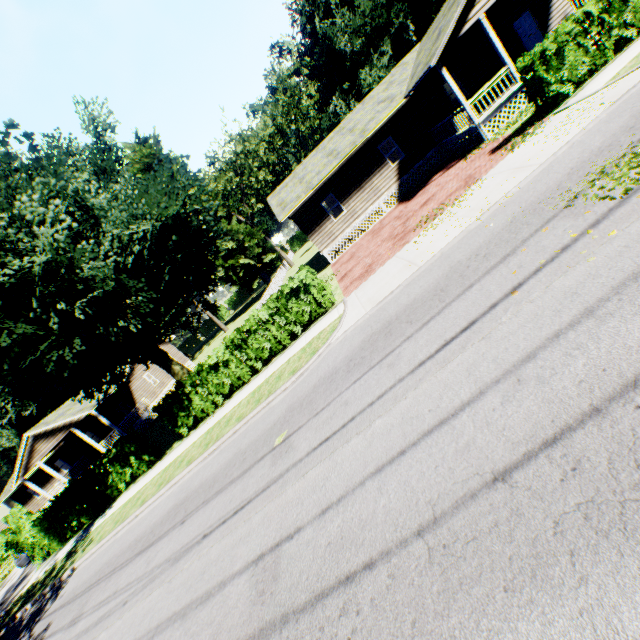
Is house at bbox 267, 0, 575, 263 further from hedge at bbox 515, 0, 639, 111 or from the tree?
the tree

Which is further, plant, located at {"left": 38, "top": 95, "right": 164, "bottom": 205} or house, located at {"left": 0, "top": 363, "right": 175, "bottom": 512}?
plant, located at {"left": 38, "top": 95, "right": 164, "bottom": 205}

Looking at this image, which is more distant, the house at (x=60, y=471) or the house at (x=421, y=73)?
the house at (x=60, y=471)

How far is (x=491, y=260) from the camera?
7.0m

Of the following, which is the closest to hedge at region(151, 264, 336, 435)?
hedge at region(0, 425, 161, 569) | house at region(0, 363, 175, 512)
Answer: hedge at region(0, 425, 161, 569)

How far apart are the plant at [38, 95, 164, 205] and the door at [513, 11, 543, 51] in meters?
37.5 m

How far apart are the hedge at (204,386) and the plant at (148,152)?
36.3 meters

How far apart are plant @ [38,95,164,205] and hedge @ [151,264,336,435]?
36.26m
